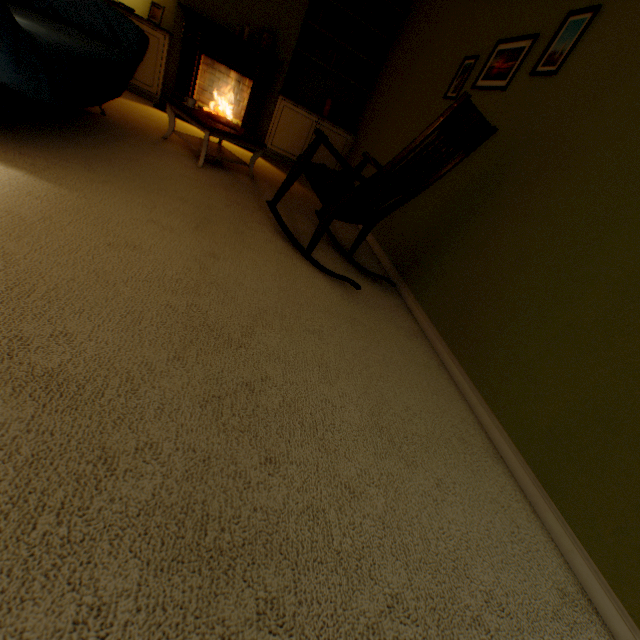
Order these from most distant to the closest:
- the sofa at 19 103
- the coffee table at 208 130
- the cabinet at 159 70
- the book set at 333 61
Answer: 1. the book set at 333 61
2. the cabinet at 159 70
3. the coffee table at 208 130
4. the sofa at 19 103

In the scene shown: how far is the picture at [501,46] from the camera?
1.96m

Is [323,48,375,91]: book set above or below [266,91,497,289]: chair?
above

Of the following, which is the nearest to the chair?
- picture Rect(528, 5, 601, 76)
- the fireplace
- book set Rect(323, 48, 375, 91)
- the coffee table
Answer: picture Rect(528, 5, 601, 76)

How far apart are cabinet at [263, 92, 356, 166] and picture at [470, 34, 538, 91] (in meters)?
2.61

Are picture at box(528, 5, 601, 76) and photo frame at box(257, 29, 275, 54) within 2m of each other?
no

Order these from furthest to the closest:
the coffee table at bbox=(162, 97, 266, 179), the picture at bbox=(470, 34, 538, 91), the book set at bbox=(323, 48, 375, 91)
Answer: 1. the book set at bbox=(323, 48, 375, 91)
2. the coffee table at bbox=(162, 97, 266, 179)
3. the picture at bbox=(470, 34, 538, 91)

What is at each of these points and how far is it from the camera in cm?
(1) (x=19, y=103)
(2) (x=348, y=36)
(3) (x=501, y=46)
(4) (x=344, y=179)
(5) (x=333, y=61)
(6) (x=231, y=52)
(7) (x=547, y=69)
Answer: (1) sofa, 179
(2) book set, 422
(3) picture, 217
(4) chair, 243
(5) book set, 435
(6) fireplace, 390
(7) picture, 176
